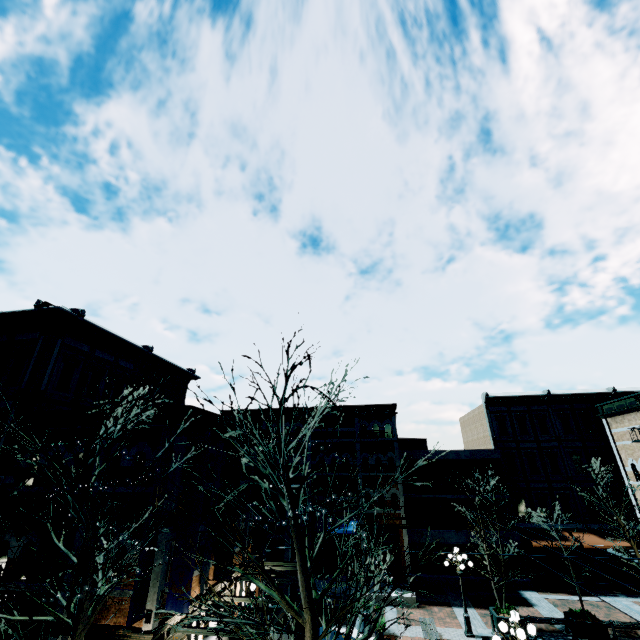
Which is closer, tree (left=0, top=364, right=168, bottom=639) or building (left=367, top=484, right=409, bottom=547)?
tree (left=0, top=364, right=168, bottom=639)

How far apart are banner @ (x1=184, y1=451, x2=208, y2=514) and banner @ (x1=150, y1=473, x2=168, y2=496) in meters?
0.1 m

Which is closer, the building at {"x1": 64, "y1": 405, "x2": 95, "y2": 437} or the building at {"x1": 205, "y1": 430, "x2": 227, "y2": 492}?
the building at {"x1": 64, "y1": 405, "x2": 95, "y2": 437}

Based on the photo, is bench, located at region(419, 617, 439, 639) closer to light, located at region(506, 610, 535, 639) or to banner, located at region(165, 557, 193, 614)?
light, located at region(506, 610, 535, 639)

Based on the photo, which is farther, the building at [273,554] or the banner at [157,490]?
the building at [273,554]

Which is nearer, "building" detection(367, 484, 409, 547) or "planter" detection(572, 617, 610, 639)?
"planter" detection(572, 617, 610, 639)

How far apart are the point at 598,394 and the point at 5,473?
38.2m

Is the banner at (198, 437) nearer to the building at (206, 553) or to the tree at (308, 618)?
the building at (206, 553)
